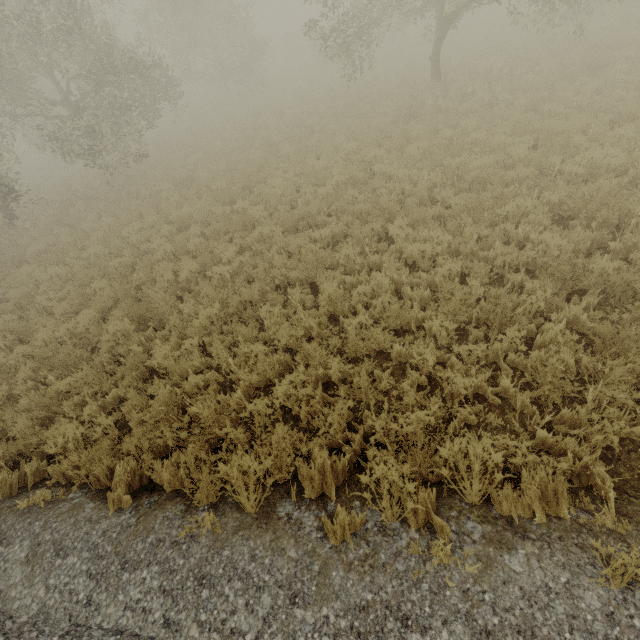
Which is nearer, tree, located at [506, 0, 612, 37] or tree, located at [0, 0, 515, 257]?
tree, located at [506, 0, 612, 37]

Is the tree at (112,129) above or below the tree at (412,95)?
above

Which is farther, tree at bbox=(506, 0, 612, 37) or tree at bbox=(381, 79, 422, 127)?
tree at bbox=(381, 79, 422, 127)

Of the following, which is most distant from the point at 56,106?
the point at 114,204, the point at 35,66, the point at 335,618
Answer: the point at 335,618

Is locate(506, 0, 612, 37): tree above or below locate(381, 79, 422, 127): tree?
above

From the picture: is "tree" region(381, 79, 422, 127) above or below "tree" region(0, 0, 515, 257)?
below

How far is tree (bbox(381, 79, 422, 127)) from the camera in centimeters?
1227cm

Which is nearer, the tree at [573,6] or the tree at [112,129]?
the tree at [573,6]
